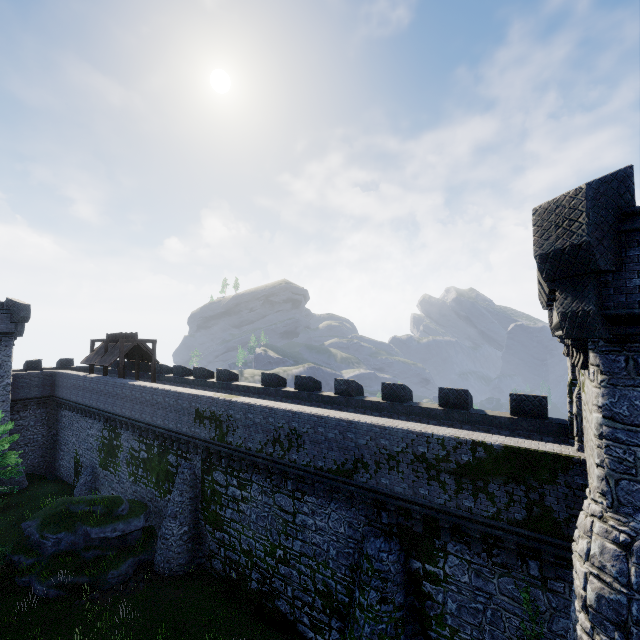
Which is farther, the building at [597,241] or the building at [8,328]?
the building at [8,328]

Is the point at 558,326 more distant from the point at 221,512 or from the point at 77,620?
the point at 77,620

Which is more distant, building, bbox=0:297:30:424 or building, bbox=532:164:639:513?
building, bbox=0:297:30:424
